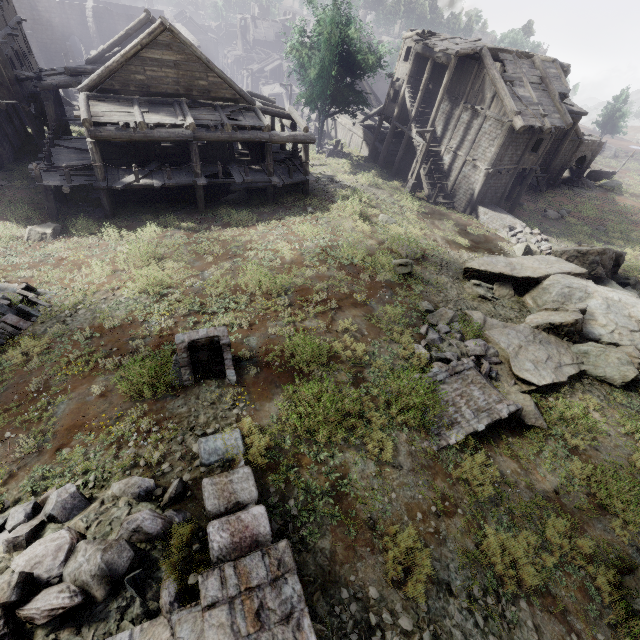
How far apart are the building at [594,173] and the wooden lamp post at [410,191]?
33.1 meters

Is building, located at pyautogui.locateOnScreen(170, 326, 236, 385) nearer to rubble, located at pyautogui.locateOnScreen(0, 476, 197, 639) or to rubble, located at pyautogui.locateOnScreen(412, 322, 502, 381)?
rubble, located at pyautogui.locateOnScreen(0, 476, 197, 639)

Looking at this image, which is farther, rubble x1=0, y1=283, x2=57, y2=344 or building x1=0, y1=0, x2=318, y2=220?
building x1=0, y1=0, x2=318, y2=220

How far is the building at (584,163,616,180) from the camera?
41.66m

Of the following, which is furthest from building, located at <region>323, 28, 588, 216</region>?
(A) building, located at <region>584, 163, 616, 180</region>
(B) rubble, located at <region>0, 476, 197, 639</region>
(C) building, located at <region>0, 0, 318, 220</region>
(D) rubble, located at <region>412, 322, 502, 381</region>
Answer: (A) building, located at <region>584, 163, 616, 180</region>

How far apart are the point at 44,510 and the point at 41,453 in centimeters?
208cm

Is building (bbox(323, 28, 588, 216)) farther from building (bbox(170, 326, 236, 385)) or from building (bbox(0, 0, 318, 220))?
building (bbox(170, 326, 236, 385))

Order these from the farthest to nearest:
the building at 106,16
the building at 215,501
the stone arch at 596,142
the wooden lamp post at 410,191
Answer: the stone arch at 596,142
the wooden lamp post at 410,191
the building at 106,16
the building at 215,501
